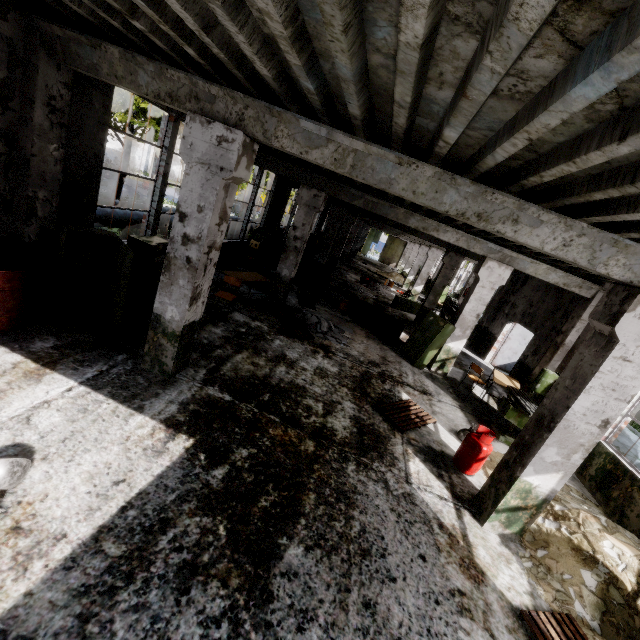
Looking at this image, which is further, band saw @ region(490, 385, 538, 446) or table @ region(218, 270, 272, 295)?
table @ region(218, 270, 272, 295)

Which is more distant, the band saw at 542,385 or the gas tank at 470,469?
the band saw at 542,385

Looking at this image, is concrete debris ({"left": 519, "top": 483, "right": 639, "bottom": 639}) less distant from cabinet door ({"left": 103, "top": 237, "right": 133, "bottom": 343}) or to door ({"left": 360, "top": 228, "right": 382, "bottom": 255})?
cabinet door ({"left": 103, "top": 237, "right": 133, "bottom": 343})

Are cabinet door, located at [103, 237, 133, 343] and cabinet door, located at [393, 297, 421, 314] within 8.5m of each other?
no

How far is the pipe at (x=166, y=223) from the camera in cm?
1171

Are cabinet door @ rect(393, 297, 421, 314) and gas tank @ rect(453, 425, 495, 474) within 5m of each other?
no

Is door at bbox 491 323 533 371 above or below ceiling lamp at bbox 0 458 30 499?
above

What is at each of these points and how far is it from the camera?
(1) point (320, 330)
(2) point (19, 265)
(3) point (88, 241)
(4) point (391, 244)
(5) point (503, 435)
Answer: (1) concrete debris, 10.1 meters
(2) barrel, 4.9 meters
(3) cabinet, 5.6 meters
(4) door, 44.6 meters
(5) band saw, 7.9 meters
